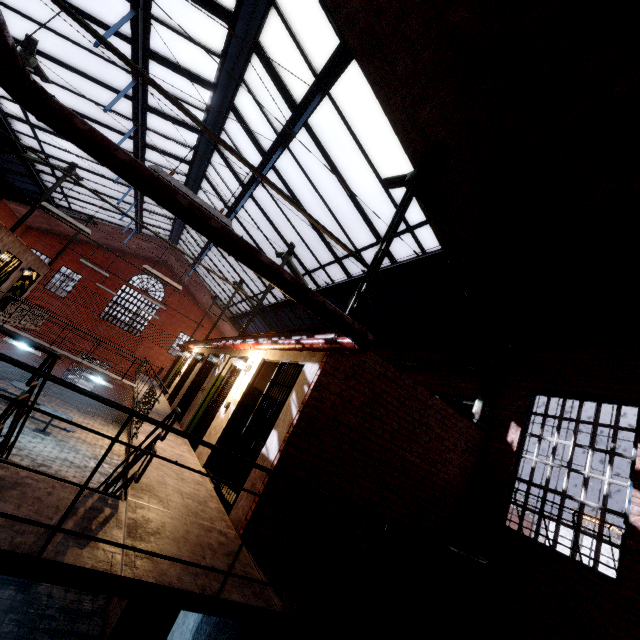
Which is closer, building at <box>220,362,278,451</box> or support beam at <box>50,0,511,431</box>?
support beam at <box>50,0,511,431</box>

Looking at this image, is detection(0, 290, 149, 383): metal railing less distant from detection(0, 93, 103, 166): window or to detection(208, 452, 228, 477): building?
detection(208, 452, 228, 477): building

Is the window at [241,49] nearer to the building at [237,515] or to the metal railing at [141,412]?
the building at [237,515]

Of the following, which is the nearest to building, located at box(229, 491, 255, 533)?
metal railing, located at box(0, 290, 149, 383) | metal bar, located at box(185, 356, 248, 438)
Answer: metal bar, located at box(185, 356, 248, 438)

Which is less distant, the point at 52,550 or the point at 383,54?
the point at 52,550

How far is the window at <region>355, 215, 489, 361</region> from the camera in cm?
731

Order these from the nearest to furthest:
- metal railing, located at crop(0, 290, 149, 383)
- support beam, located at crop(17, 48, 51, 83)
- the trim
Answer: support beam, located at crop(17, 48, 51, 83)
metal railing, located at crop(0, 290, 149, 383)
the trim

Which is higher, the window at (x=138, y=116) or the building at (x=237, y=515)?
the window at (x=138, y=116)
